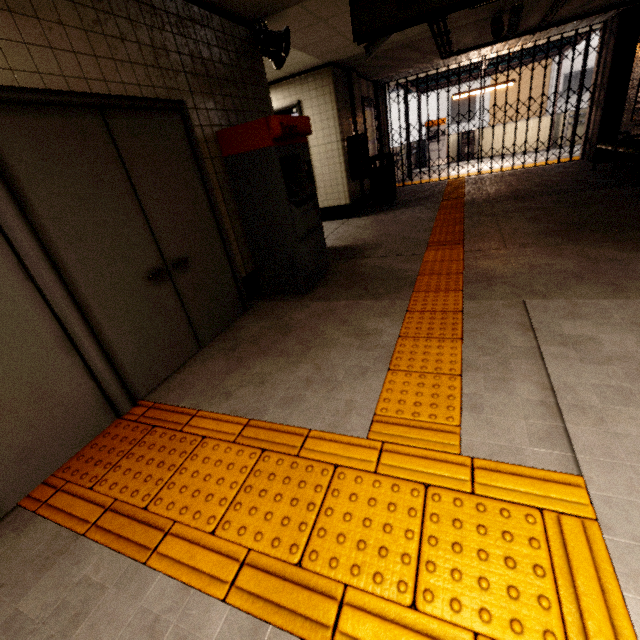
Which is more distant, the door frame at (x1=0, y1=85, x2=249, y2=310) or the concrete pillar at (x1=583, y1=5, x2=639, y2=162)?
the concrete pillar at (x1=583, y1=5, x2=639, y2=162)

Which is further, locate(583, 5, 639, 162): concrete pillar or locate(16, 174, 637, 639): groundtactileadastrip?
locate(583, 5, 639, 162): concrete pillar

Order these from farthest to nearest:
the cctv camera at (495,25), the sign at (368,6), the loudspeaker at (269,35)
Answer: the cctv camera at (495,25), the loudspeaker at (269,35), the sign at (368,6)

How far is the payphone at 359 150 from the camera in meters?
7.0 m

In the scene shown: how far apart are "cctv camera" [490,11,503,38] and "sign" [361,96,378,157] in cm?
308

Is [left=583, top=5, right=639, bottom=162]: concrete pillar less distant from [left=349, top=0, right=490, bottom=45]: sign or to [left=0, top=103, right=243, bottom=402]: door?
[left=349, top=0, right=490, bottom=45]: sign

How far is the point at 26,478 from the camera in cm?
192

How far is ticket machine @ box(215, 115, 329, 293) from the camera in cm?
327
